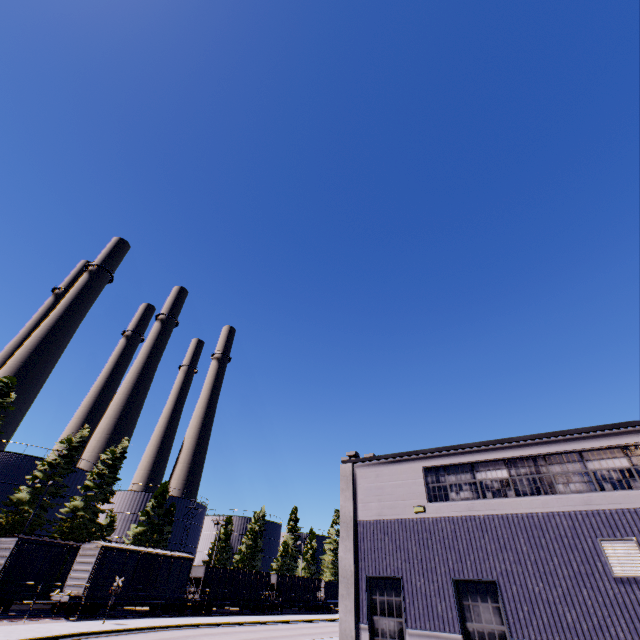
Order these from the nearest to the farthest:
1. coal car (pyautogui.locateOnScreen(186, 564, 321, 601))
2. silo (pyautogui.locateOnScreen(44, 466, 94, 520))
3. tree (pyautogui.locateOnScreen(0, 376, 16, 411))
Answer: tree (pyautogui.locateOnScreen(0, 376, 16, 411))
coal car (pyautogui.locateOnScreen(186, 564, 321, 601))
silo (pyautogui.locateOnScreen(44, 466, 94, 520))

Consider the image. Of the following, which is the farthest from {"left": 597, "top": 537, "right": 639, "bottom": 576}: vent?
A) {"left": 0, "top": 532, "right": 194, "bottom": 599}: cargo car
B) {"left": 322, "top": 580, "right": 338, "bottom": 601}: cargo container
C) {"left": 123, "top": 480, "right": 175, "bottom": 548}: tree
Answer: {"left": 123, "top": 480, "right": 175, "bottom": 548}: tree

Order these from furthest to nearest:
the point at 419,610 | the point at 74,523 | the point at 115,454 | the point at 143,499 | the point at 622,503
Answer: the point at 143,499
the point at 115,454
the point at 74,523
the point at 419,610
the point at 622,503

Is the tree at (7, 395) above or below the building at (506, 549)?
above

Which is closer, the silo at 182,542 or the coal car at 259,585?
the coal car at 259,585

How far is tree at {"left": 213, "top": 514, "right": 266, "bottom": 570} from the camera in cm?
5300

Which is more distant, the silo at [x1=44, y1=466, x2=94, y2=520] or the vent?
the silo at [x1=44, y1=466, x2=94, y2=520]

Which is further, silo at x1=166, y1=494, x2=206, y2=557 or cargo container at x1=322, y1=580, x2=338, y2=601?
cargo container at x1=322, y1=580, x2=338, y2=601
